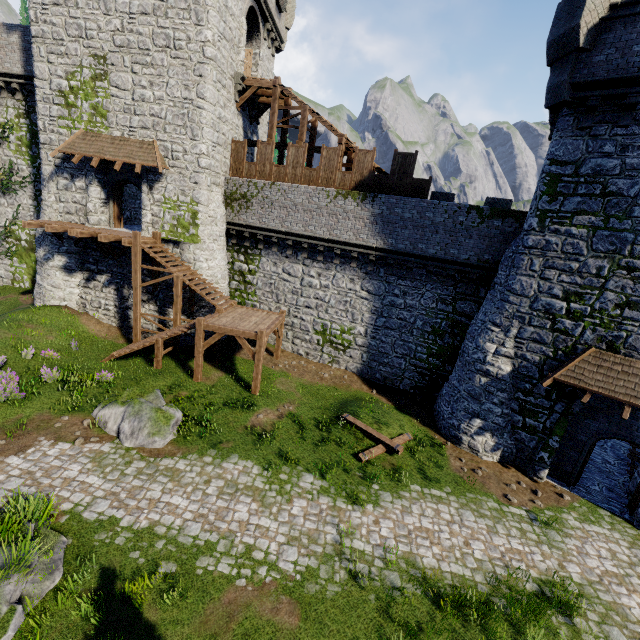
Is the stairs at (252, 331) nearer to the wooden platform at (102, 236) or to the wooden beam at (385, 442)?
the wooden platform at (102, 236)

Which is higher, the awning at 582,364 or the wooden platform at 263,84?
the wooden platform at 263,84

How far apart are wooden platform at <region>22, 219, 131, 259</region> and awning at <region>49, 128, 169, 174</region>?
3.09m

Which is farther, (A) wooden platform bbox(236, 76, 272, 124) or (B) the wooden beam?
(A) wooden platform bbox(236, 76, 272, 124)

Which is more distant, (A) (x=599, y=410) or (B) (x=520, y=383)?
(B) (x=520, y=383)

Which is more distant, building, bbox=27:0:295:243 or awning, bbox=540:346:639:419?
building, bbox=27:0:295:243

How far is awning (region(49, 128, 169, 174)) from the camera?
16.6 meters

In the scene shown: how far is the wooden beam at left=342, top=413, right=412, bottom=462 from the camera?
12.7m
